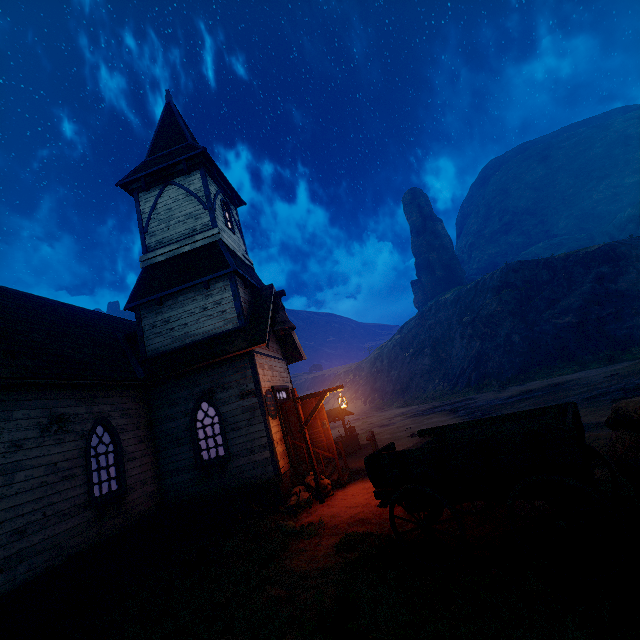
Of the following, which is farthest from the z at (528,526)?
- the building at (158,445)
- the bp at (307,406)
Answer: the bp at (307,406)

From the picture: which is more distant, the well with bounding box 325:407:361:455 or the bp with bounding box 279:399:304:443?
the well with bounding box 325:407:361:455

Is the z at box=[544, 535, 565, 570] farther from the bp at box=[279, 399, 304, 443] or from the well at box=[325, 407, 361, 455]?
the bp at box=[279, 399, 304, 443]

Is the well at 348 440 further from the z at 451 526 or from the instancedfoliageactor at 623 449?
the instancedfoliageactor at 623 449

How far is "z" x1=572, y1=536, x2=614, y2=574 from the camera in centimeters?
365cm

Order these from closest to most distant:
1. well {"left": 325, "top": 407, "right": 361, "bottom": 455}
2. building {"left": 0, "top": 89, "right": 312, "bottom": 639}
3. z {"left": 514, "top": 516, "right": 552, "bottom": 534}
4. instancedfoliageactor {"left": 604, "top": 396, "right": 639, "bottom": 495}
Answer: instancedfoliageactor {"left": 604, "top": 396, "right": 639, "bottom": 495}, z {"left": 514, "top": 516, "right": 552, "bottom": 534}, building {"left": 0, "top": 89, "right": 312, "bottom": 639}, well {"left": 325, "top": 407, "right": 361, "bottom": 455}

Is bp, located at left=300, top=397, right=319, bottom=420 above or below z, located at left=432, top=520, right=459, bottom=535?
above

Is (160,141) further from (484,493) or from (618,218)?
(618,218)
